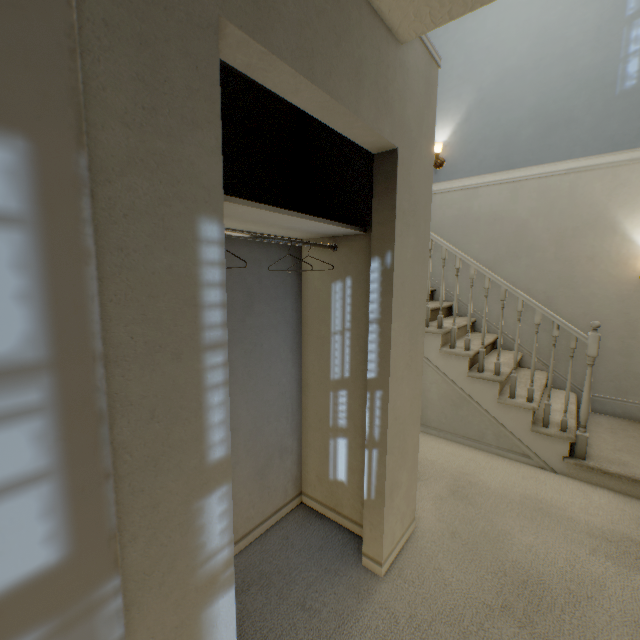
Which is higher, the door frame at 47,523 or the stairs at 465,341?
the door frame at 47,523

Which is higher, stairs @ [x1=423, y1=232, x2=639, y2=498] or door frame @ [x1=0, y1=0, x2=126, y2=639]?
door frame @ [x1=0, y1=0, x2=126, y2=639]

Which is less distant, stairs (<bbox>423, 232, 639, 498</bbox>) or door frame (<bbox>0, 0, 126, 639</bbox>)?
door frame (<bbox>0, 0, 126, 639</bbox>)

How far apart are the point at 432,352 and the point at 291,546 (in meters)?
2.04

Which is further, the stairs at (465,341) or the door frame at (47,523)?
the stairs at (465,341)
